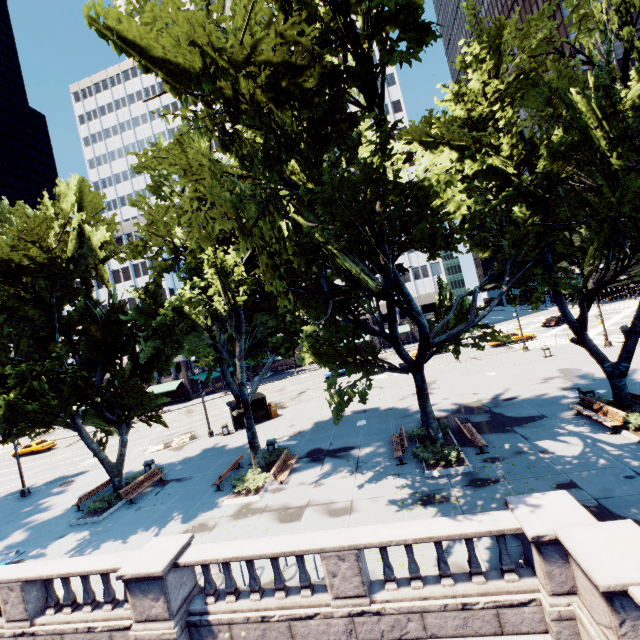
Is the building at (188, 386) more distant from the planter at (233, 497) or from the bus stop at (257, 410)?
the planter at (233, 497)

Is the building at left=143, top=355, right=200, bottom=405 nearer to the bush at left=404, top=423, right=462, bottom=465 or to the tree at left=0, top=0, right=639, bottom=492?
the tree at left=0, top=0, right=639, bottom=492

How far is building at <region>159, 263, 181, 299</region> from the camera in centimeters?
5538cm

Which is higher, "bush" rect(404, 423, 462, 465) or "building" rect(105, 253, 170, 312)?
"building" rect(105, 253, 170, 312)

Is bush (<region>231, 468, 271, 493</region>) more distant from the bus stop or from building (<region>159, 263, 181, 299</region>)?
building (<region>159, 263, 181, 299</region>)

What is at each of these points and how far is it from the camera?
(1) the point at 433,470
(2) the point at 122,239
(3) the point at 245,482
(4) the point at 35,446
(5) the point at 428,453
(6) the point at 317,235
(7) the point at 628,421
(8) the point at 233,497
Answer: (1) planter, 13.91m
(2) building, 56.81m
(3) bush, 16.55m
(4) vehicle, 39.56m
(5) bush, 14.83m
(6) tree, 11.92m
(7) bush, 13.57m
(8) planter, 15.75m

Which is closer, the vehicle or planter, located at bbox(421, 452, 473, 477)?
planter, located at bbox(421, 452, 473, 477)

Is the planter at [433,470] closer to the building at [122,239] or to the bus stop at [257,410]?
the bus stop at [257,410]
